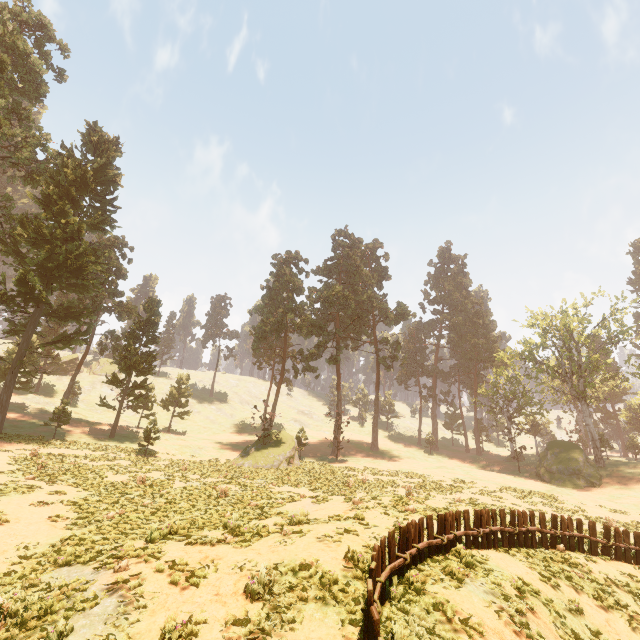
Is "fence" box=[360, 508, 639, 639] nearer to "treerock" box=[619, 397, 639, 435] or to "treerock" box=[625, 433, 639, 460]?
"treerock" box=[625, 433, 639, 460]

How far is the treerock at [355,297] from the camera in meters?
34.8 m

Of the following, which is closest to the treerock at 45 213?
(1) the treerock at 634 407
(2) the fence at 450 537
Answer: (2) the fence at 450 537

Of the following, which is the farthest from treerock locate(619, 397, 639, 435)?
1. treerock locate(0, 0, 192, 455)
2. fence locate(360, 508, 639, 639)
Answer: fence locate(360, 508, 639, 639)

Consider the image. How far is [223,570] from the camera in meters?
8.1 m

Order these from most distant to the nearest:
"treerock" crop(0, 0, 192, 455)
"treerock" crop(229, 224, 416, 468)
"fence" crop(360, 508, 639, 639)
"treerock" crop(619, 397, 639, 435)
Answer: "treerock" crop(619, 397, 639, 435)
"treerock" crop(229, 224, 416, 468)
"treerock" crop(0, 0, 192, 455)
"fence" crop(360, 508, 639, 639)

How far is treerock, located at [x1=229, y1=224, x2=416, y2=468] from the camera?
34.8m
